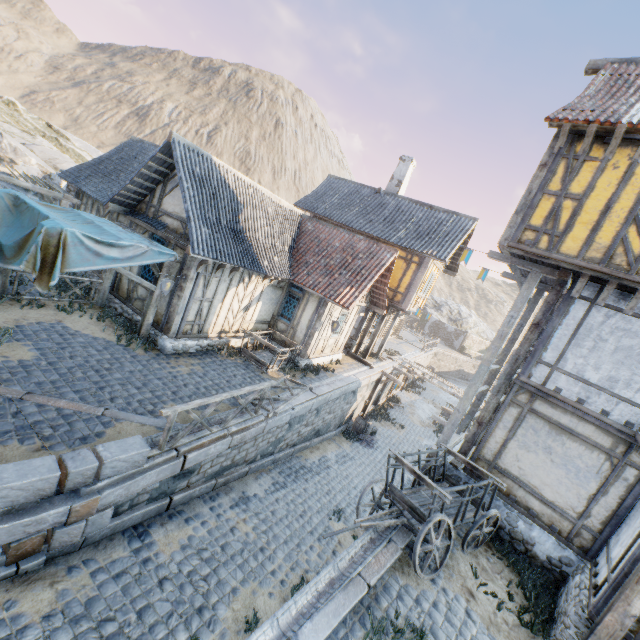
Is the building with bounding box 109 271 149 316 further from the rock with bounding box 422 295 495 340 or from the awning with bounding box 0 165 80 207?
the rock with bounding box 422 295 495 340

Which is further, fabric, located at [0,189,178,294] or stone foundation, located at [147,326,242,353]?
stone foundation, located at [147,326,242,353]

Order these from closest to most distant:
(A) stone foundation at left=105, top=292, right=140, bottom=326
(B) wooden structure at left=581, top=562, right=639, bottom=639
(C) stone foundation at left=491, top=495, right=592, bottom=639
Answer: (B) wooden structure at left=581, top=562, right=639, bottom=639
(C) stone foundation at left=491, top=495, right=592, bottom=639
(A) stone foundation at left=105, top=292, right=140, bottom=326

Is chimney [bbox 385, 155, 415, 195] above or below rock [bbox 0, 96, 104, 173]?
above

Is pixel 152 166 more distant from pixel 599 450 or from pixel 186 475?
pixel 599 450

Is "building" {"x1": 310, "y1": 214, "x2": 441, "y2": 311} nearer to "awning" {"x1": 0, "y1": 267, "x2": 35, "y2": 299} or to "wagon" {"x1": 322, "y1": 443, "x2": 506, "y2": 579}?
"wagon" {"x1": 322, "y1": 443, "x2": 506, "y2": 579}

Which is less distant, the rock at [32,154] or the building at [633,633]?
the building at [633,633]

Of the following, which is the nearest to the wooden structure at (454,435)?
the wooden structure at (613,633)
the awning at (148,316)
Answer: the wooden structure at (613,633)
